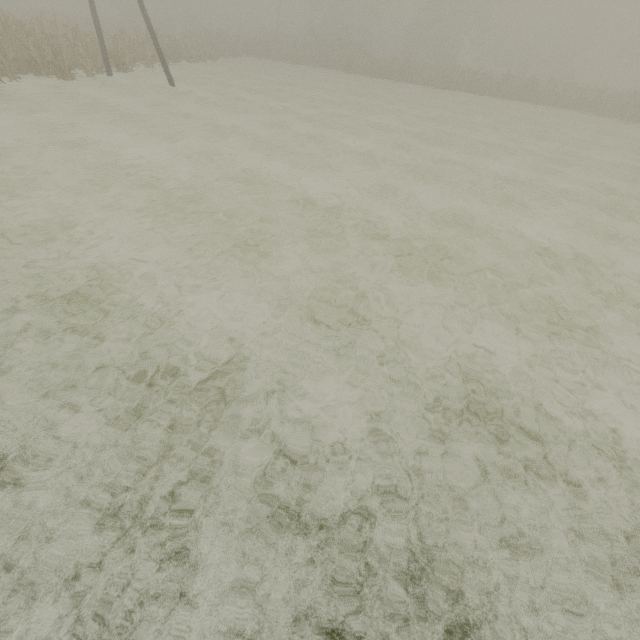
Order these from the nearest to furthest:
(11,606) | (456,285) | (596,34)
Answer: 1. (11,606)
2. (456,285)
3. (596,34)

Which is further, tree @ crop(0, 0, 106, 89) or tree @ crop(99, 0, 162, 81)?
tree @ crop(99, 0, 162, 81)

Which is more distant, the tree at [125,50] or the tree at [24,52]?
the tree at [125,50]
